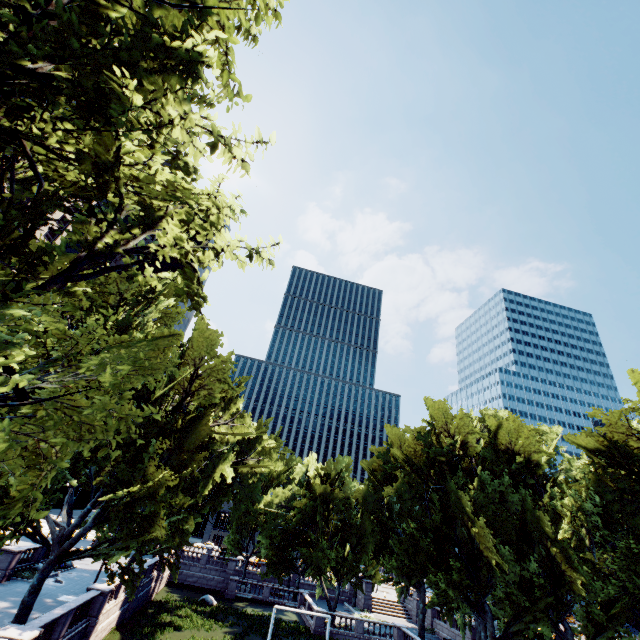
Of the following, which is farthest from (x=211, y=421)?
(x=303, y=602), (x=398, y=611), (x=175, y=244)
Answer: (x=398, y=611)
